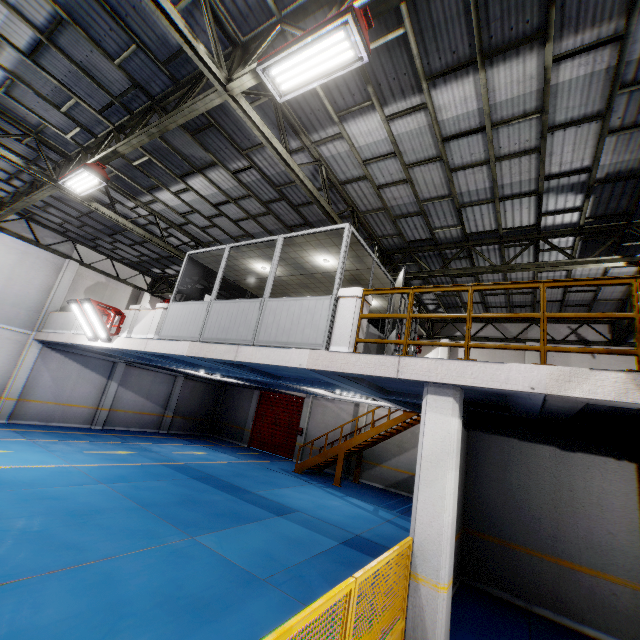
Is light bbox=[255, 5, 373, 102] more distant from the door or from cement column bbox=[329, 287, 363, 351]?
the door

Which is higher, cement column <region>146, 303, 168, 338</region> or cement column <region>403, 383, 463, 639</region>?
cement column <region>146, 303, 168, 338</region>

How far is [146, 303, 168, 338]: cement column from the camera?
9.8m

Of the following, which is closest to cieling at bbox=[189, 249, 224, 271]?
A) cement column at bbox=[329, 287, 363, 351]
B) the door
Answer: cement column at bbox=[329, 287, 363, 351]

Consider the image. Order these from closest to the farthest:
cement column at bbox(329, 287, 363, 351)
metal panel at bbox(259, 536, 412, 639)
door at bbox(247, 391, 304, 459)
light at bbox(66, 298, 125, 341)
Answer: metal panel at bbox(259, 536, 412, 639)
cement column at bbox(329, 287, 363, 351)
light at bbox(66, 298, 125, 341)
door at bbox(247, 391, 304, 459)

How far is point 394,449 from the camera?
16.7 meters

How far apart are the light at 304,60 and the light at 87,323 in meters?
9.1

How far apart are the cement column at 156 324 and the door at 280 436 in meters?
11.8 m
